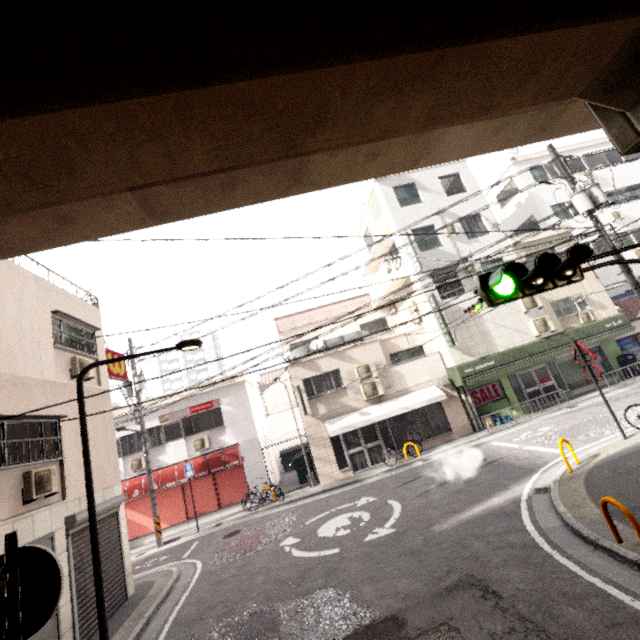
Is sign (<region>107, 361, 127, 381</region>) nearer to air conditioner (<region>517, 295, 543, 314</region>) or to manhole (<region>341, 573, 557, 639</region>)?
manhole (<region>341, 573, 557, 639</region>)

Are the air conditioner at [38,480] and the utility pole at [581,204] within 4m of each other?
no

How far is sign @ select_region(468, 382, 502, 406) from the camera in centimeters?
1672cm

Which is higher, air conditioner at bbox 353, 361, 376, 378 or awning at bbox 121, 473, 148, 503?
A: air conditioner at bbox 353, 361, 376, 378

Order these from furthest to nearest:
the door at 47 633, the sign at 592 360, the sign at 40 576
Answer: the sign at 592 360
the door at 47 633
the sign at 40 576

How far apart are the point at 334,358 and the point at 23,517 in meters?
12.4 m

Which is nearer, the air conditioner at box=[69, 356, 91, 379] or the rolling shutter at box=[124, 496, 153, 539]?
the air conditioner at box=[69, 356, 91, 379]

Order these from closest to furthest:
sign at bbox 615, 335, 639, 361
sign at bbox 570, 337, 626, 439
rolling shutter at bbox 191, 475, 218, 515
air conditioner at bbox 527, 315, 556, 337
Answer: sign at bbox 570, 337, 626, 439
rolling shutter at bbox 191, 475, 218, 515
air conditioner at bbox 527, 315, 556, 337
sign at bbox 615, 335, 639, 361
